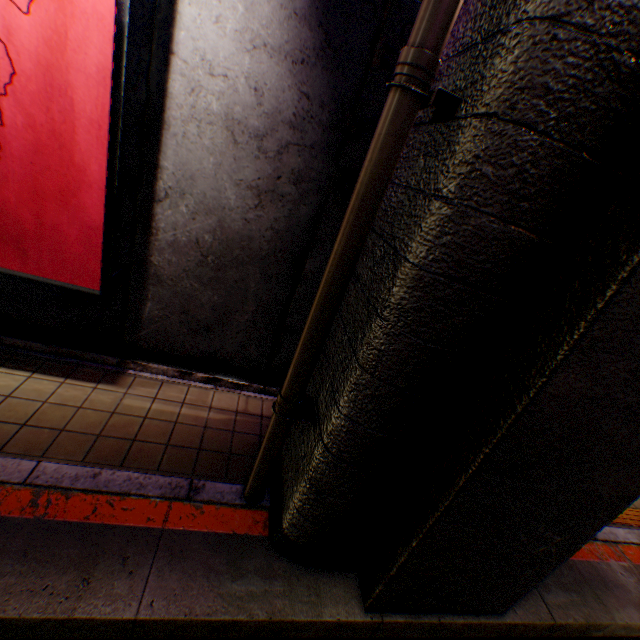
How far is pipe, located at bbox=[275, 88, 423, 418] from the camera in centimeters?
188cm

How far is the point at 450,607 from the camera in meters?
3.0 m

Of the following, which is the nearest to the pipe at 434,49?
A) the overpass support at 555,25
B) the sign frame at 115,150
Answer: the overpass support at 555,25

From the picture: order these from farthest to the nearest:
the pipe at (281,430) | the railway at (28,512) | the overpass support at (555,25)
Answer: the pipe at (281,430), the railway at (28,512), the overpass support at (555,25)

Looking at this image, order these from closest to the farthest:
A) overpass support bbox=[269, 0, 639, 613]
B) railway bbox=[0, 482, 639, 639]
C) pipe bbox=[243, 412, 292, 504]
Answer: overpass support bbox=[269, 0, 639, 613]
railway bbox=[0, 482, 639, 639]
pipe bbox=[243, 412, 292, 504]

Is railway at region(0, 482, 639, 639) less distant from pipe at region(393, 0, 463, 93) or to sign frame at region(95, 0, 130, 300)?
pipe at region(393, 0, 463, 93)

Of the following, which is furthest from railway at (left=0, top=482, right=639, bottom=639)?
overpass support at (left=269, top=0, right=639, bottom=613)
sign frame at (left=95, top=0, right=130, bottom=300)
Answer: sign frame at (left=95, top=0, right=130, bottom=300)
